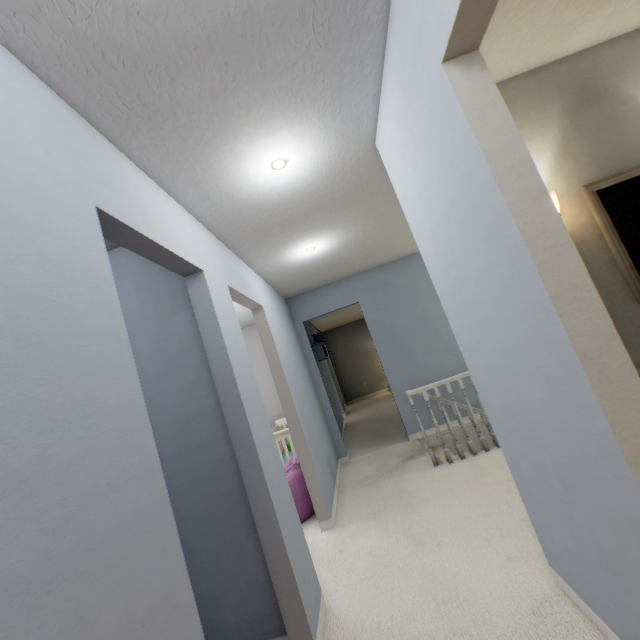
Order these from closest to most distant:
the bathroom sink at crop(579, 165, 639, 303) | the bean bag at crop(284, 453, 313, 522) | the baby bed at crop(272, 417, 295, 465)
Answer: the bathroom sink at crop(579, 165, 639, 303) → the bean bag at crop(284, 453, 313, 522) → the baby bed at crop(272, 417, 295, 465)

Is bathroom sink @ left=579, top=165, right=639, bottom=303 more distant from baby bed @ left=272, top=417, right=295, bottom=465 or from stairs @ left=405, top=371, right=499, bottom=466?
baby bed @ left=272, top=417, right=295, bottom=465

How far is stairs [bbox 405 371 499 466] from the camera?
3.31m

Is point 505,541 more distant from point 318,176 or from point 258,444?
point 318,176

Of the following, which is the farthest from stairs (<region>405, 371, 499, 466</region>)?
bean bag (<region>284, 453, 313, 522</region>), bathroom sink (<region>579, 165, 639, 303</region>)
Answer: bean bag (<region>284, 453, 313, 522</region>)

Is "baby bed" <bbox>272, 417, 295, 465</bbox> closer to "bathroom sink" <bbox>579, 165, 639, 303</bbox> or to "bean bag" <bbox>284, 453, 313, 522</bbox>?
"bean bag" <bbox>284, 453, 313, 522</bbox>

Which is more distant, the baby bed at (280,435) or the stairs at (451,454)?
the baby bed at (280,435)

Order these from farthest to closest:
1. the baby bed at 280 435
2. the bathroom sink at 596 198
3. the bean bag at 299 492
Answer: the baby bed at 280 435, the bean bag at 299 492, the bathroom sink at 596 198
